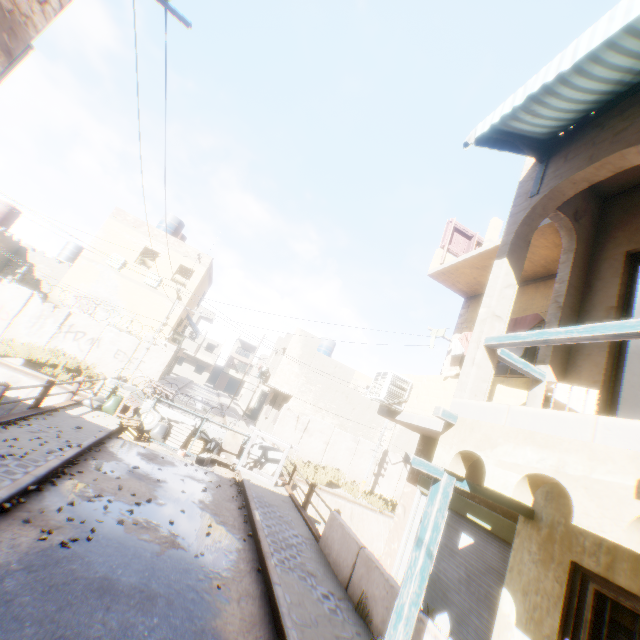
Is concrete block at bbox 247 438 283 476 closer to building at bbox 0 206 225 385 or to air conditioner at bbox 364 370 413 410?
building at bbox 0 206 225 385

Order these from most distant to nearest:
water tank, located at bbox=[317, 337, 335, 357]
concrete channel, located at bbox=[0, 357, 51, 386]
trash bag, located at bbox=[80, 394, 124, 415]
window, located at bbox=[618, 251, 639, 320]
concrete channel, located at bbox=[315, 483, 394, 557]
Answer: water tank, located at bbox=[317, 337, 335, 357], concrete channel, located at bbox=[315, 483, 394, 557], concrete channel, located at bbox=[0, 357, 51, 386], trash bag, located at bbox=[80, 394, 124, 415], window, located at bbox=[618, 251, 639, 320]

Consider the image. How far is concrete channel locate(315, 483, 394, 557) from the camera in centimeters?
1800cm

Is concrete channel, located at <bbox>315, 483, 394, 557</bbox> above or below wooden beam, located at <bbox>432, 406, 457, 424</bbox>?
below

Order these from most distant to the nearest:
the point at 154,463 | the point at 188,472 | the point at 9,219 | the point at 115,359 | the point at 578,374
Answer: the point at 9,219, the point at 115,359, the point at 188,472, the point at 154,463, the point at 578,374

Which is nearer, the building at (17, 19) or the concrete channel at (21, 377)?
the building at (17, 19)

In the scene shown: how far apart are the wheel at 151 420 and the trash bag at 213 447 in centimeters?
124cm

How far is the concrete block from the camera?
14.0m
